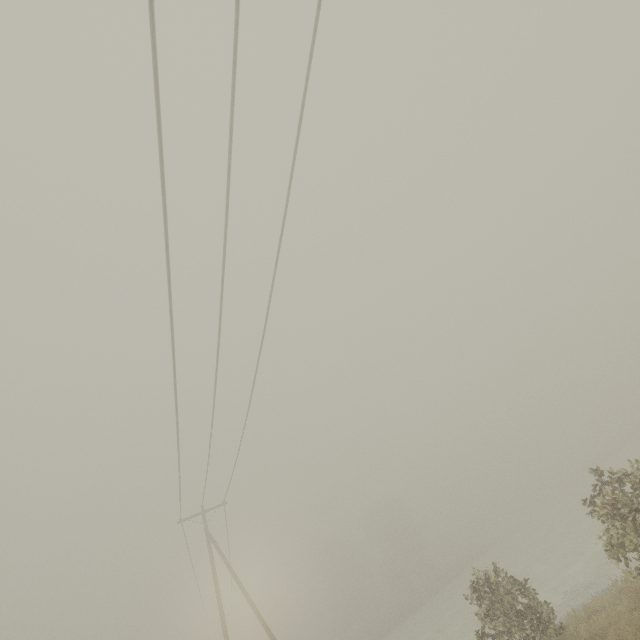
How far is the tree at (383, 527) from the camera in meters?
50.8

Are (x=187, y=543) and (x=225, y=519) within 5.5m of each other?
yes

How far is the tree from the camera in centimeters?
5078cm
